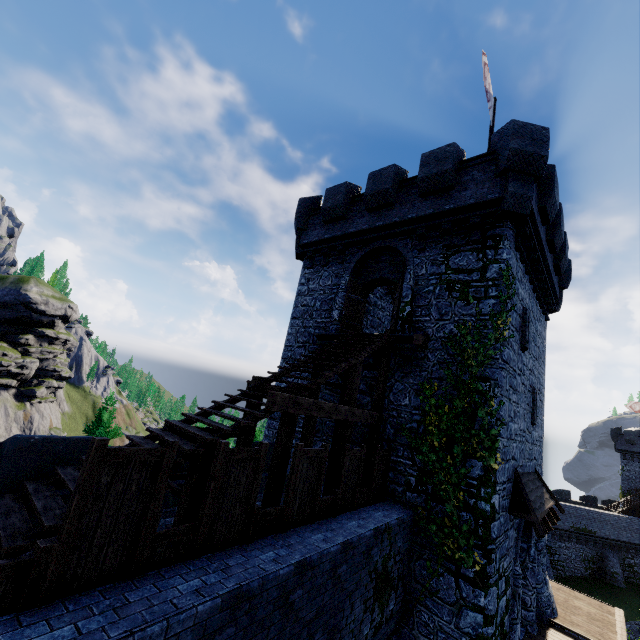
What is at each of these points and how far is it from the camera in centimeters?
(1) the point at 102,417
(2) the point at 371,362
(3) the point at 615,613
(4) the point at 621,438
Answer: (1) tree, 1678cm
(2) building, 1255cm
(3) walkway, 1455cm
(4) building, 4459cm

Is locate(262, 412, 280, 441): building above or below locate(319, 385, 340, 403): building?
below

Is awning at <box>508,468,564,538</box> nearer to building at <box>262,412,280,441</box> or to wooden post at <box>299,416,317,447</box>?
building at <box>262,412,280,441</box>

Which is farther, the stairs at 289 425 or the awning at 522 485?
the awning at 522 485

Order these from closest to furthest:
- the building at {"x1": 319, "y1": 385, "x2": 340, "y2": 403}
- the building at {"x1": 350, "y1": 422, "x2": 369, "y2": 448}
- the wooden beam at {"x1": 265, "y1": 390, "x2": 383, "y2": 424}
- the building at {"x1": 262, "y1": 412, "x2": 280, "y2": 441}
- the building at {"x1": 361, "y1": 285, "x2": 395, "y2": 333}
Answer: the wooden beam at {"x1": 265, "y1": 390, "x2": 383, "y2": 424}
the building at {"x1": 350, "y1": 422, "x2": 369, "y2": 448}
the building at {"x1": 319, "y1": 385, "x2": 340, "y2": 403}
the building at {"x1": 262, "y1": 412, "x2": 280, "y2": 441}
the building at {"x1": 361, "y1": 285, "x2": 395, "y2": 333}

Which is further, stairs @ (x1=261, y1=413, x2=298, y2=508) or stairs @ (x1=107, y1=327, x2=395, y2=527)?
stairs @ (x1=261, y1=413, x2=298, y2=508)

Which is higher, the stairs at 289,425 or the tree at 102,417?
the stairs at 289,425

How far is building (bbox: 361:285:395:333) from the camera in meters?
15.8
